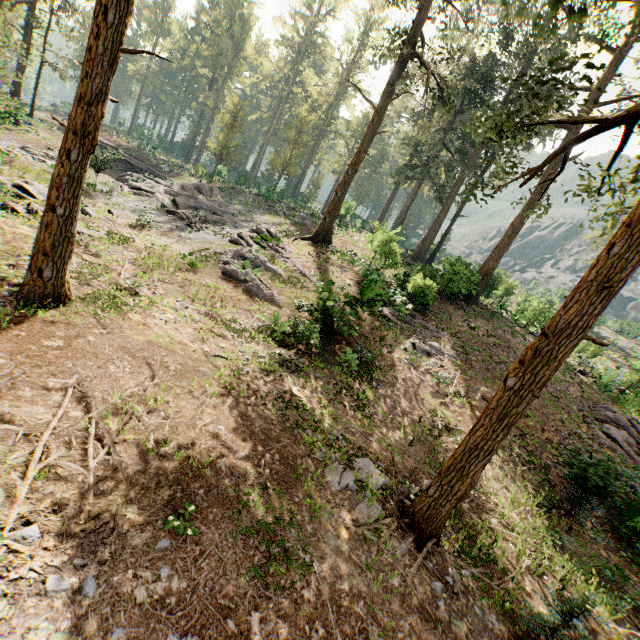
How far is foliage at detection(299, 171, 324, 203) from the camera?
48.62m

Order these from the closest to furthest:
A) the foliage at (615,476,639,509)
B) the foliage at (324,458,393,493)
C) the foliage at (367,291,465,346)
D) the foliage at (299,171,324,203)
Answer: the foliage at (324,458,393,493), the foliage at (615,476,639,509), the foliage at (367,291,465,346), the foliage at (299,171,324,203)

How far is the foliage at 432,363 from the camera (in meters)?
15.37

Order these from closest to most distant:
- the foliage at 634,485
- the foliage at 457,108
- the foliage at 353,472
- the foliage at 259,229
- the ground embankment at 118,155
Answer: the foliage at 457,108
the foliage at 353,472
the foliage at 634,485
the foliage at 259,229
the ground embankment at 118,155

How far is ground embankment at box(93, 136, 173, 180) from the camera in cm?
2159

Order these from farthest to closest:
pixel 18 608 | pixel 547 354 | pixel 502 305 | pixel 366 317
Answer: pixel 502 305
pixel 366 317
pixel 547 354
pixel 18 608
